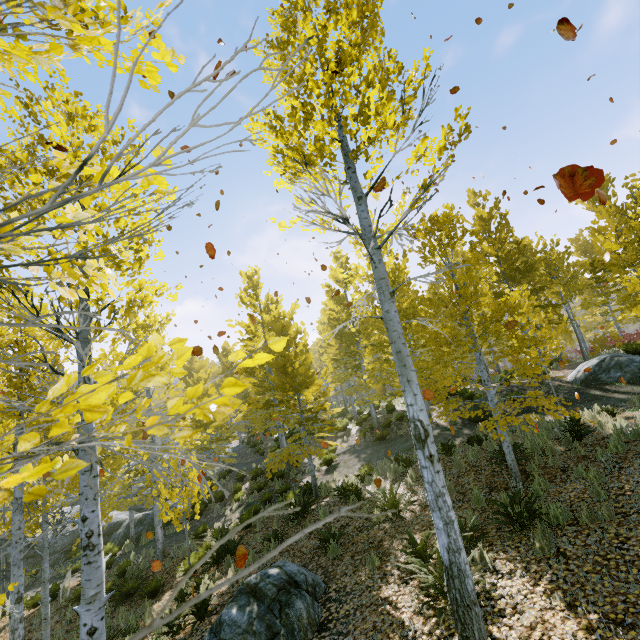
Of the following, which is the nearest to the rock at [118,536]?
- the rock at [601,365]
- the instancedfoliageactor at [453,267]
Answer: the instancedfoliageactor at [453,267]

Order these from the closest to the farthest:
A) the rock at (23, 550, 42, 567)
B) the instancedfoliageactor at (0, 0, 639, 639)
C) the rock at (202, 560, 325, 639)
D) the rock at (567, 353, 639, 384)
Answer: the instancedfoliageactor at (0, 0, 639, 639), the rock at (202, 560, 325, 639), the rock at (567, 353, 639, 384), the rock at (23, 550, 42, 567)

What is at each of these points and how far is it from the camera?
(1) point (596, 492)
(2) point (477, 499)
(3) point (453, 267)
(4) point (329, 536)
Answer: (1) instancedfoliageactor, 5.47m
(2) instancedfoliageactor, 6.85m
(3) instancedfoliageactor, 7.29m
(4) instancedfoliageactor, 7.70m

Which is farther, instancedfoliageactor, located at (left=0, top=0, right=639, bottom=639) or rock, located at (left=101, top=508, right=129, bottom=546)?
rock, located at (left=101, top=508, right=129, bottom=546)

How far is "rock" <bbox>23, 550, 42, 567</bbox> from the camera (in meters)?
16.34

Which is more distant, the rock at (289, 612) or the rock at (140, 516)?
the rock at (140, 516)

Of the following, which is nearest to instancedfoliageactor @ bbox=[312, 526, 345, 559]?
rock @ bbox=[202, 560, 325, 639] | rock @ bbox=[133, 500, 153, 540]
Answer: rock @ bbox=[133, 500, 153, 540]

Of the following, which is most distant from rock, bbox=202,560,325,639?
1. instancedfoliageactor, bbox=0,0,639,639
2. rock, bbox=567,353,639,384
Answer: rock, bbox=567,353,639,384
